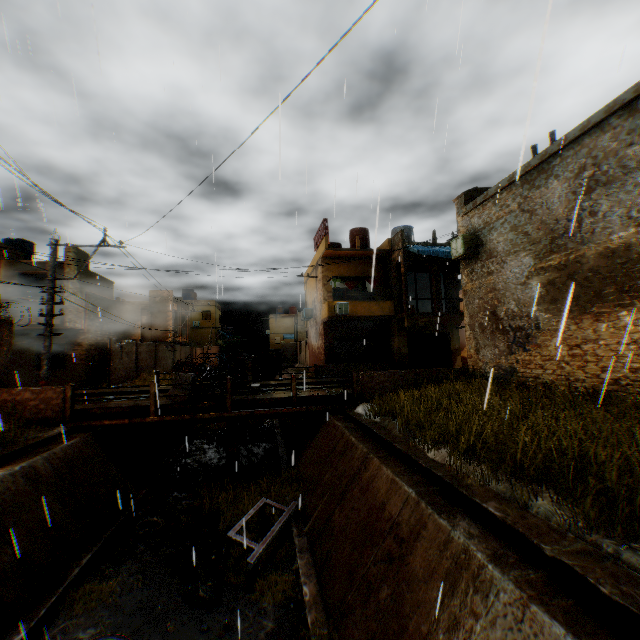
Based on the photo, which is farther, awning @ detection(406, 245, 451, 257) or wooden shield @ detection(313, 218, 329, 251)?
wooden shield @ detection(313, 218, 329, 251)

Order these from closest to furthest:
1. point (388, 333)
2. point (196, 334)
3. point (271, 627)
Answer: point (271, 627), point (388, 333), point (196, 334)

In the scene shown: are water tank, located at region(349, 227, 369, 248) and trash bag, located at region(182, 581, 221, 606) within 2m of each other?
no

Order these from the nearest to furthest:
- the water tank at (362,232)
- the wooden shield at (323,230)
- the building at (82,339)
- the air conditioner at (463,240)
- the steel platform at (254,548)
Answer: the steel platform at (254,548), the air conditioner at (463,240), the building at (82,339), the wooden shield at (323,230), the water tank at (362,232)

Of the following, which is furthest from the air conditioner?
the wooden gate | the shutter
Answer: the shutter

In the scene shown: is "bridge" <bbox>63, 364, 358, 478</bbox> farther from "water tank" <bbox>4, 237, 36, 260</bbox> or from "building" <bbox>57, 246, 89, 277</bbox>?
"water tank" <bbox>4, 237, 36, 260</bbox>

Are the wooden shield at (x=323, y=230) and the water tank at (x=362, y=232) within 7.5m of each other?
yes

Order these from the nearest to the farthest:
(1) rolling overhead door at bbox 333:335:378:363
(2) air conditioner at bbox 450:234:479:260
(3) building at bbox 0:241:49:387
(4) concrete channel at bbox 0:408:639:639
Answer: (4) concrete channel at bbox 0:408:639:639 → (2) air conditioner at bbox 450:234:479:260 → (3) building at bbox 0:241:49:387 → (1) rolling overhead door at bbox 333:335:378:363
